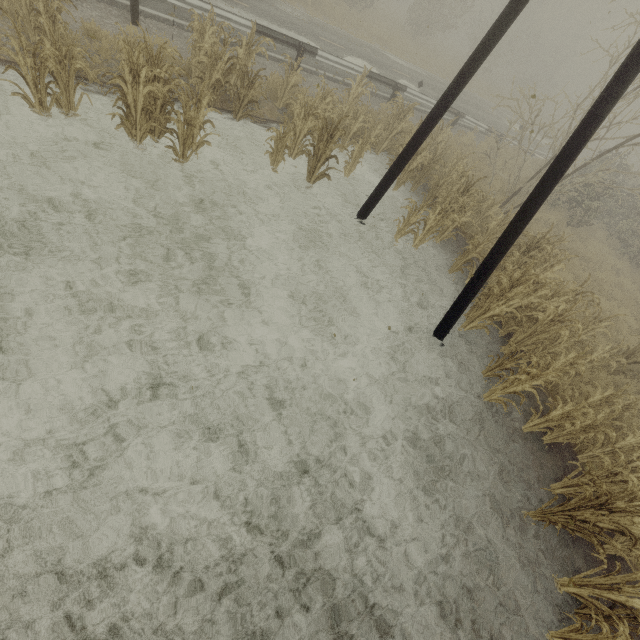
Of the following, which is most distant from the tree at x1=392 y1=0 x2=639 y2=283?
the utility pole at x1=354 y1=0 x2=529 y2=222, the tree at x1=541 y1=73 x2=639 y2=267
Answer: the tree at x1=541 y1=73 x2=639 y2=267

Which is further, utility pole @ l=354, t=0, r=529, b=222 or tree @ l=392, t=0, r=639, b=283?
tree @ l=392, t=0, r=639, b=283

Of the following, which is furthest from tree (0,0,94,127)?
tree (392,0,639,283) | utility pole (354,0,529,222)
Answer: utility pole (354,0,529,222)

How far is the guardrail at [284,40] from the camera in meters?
10.3

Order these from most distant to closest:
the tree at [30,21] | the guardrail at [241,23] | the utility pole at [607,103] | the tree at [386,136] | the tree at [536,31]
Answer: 1. the guardrail at [241,23]
2. the tree at [536,31]
3. the tree at [386,136]
4. the tree at [30,21]
5. the utility pole at [607,103]

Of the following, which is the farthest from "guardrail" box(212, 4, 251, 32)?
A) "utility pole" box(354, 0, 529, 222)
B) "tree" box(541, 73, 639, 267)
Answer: "utility pole" box(354, 0, 529, 222)

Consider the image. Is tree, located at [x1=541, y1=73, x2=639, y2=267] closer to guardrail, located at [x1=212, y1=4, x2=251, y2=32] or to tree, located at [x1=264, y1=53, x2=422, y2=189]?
tree, located at [x1=264, y1=53, x2=422, y2=189]

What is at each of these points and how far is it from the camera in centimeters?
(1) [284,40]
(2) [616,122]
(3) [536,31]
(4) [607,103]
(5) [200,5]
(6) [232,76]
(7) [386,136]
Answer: (1) guardrail, 1066cm
(2) tree, 941cm
(3) tree, 2978cm
(4) utility pole, 437cm
(5) guardrail, 903cm
(6) tree, 905cm
(7) tree, 1086cm
